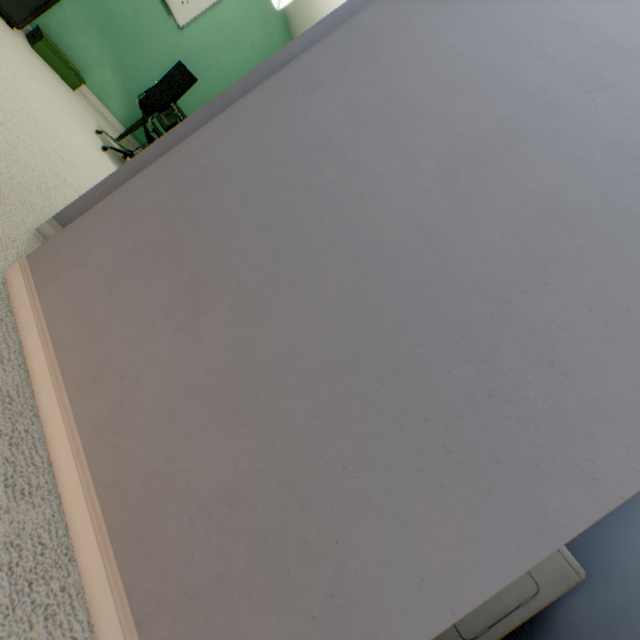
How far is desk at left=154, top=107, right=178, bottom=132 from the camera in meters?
3.3

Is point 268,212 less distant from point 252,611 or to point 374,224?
point 374,224

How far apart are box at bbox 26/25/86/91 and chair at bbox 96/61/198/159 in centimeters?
80cm

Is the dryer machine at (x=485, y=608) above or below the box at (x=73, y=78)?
above

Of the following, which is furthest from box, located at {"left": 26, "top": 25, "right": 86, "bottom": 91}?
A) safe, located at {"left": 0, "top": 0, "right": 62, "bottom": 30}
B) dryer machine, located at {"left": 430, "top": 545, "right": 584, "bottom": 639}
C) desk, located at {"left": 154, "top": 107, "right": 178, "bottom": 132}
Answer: dryer machine, located at {"left": 430, "top": 545, "right": 584, "bottom": 639}

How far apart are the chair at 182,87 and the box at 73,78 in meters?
0.8 m

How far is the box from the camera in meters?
2.8 m

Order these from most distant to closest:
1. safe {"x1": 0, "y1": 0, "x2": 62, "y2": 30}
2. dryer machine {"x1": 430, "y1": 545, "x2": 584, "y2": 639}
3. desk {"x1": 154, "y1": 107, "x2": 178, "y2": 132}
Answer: desk {"x1": 154, "y1": 107, "x2": 178, "y2": 132} < safe {"x1": 0, "y1": 0, "x2": 62, "y2": 30} < dryer machine {"x1": 430, "y1": 545, "x2": 584, "y2": 639}
